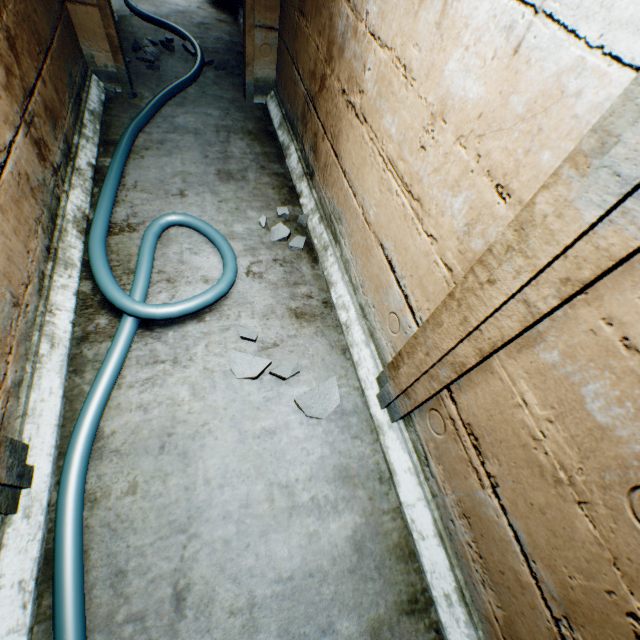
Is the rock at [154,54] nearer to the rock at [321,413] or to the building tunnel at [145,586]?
the building tunnel at [145,586]

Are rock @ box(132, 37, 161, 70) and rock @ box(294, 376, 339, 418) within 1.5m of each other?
no

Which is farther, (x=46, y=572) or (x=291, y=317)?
(x=291, y=317)

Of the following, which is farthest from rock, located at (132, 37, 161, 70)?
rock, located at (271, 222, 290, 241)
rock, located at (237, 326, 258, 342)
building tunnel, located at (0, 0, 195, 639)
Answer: rock, located at (237, 326, 258, 342)

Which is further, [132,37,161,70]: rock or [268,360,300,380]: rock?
[132,37,161,70]: rock

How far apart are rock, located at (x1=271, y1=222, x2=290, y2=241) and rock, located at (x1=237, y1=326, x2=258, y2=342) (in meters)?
0.79

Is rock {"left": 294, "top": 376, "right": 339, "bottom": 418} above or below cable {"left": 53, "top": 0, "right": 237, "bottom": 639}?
below

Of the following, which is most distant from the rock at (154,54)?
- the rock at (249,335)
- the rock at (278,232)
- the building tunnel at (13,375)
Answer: the rock at (249,335)
